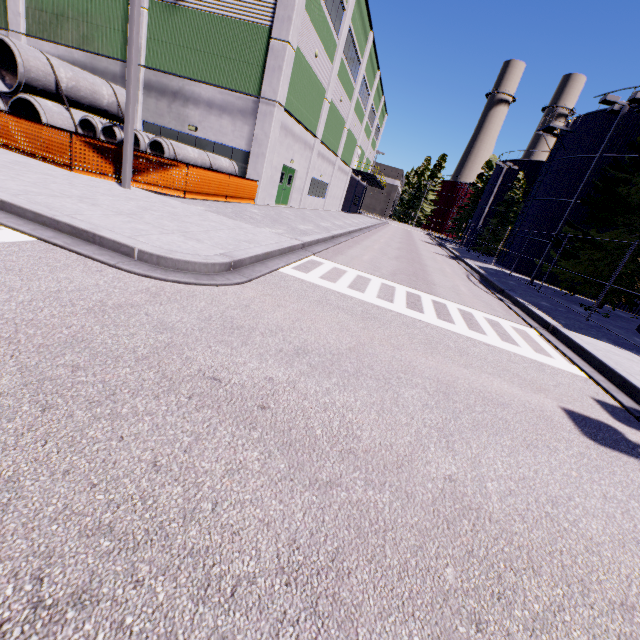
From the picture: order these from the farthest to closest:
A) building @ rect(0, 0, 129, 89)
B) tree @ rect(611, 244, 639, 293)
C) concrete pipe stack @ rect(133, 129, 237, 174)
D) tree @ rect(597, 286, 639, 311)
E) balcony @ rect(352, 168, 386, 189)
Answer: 1. balcony @ rect(352, 168, 386, 189)
2. building @ rect(0, 0, 129, 89)
3. tree @ rect(597, 286, 639, 311)
4. tree @ rect(611, 244, 639, 293)
5. concrete pipe stack @ rect(133, 129, 237, 174)

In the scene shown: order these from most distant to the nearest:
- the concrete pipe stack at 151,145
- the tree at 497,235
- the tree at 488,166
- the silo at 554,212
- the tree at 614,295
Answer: the tree at 488,166, the tree at 497,235, the silo at 554,212, the tree at 614,295, the concrete pipe stack at 151,145

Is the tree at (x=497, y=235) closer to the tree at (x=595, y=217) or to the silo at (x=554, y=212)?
the silo at (x=554, y=212)

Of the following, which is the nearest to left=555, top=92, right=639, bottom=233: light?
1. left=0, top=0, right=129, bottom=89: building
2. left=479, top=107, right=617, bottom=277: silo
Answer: left=479, top=107, right=617, bottom=277: silo

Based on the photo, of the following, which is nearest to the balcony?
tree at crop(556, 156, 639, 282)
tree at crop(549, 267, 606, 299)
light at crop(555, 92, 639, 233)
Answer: light at crop(555, 92, 639, 233)

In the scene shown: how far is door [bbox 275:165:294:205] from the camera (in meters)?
20.91

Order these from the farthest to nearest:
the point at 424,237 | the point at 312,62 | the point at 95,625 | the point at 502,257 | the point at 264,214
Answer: the point at 424,237
the point at 502,257
the point at 312,62
the point at 264,214
the point at 95,625

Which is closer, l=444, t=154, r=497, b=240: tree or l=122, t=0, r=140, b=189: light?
l=122, t=0, r=140, b=189: light
